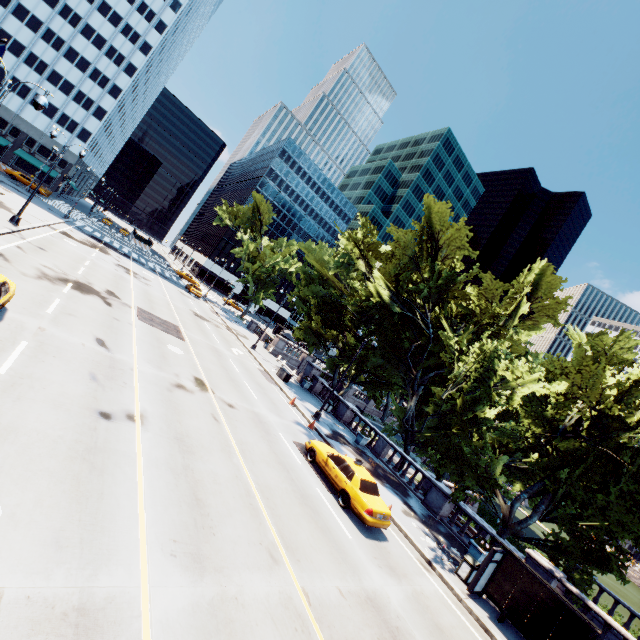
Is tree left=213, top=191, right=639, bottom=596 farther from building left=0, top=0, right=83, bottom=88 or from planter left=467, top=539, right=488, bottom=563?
building left=0, top=0, right=83, bottom=88

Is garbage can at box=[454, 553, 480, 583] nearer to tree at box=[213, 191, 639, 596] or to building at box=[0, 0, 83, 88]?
tree at box=[213, 191, 639, 596]

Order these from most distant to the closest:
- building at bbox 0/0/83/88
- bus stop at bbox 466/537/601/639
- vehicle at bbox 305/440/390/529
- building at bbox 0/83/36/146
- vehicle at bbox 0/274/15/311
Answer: building at bbox 0/83/36/146 → building at bbox 0/0/83/88 → vehicle at bbox 305/440/390/529 → bus stop at bbox 466/537/601/639 → vehicle at bbox 0/274/15/311

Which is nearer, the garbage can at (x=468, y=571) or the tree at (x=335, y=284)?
the garbage can at (x=468, y=571)

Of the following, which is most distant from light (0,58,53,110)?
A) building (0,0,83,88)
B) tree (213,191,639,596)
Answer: building (0,0,83,88)

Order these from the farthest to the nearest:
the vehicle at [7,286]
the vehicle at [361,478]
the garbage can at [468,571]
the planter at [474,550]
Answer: the planter at [474,550]
the garbage can at [468,571]
the vehicle at [361,478]
the vehicle at [7,286]

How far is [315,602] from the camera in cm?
788

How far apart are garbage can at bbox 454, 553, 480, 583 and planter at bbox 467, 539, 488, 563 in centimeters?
253cm
